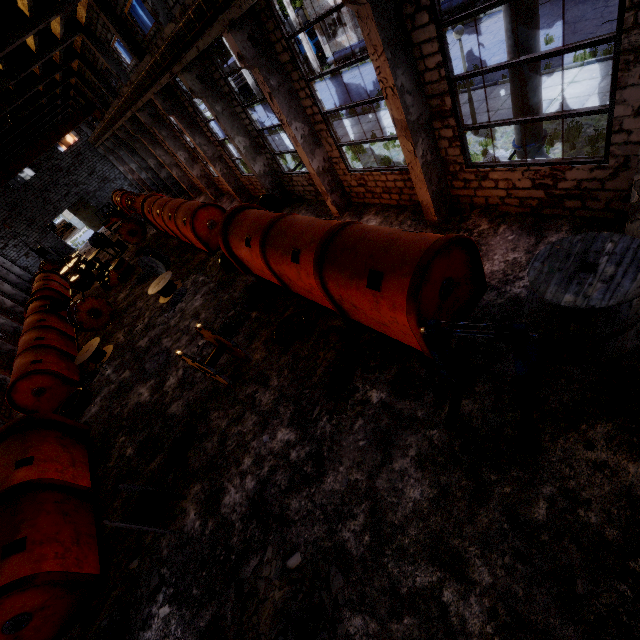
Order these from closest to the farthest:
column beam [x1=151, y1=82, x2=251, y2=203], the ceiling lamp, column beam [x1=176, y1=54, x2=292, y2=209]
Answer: the ceiling lamp
column beam [x1=176, y1=54, x2=292, y2=209]
column beam [x1=151, y1=82, x2=251, y2=203]

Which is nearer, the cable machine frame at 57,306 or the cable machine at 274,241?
the cable machine at 274,241

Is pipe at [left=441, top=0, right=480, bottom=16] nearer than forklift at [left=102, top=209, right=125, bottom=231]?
Yes

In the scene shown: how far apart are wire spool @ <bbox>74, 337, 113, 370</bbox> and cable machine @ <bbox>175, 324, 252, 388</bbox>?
8.58m

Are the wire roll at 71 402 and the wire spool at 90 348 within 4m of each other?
yes

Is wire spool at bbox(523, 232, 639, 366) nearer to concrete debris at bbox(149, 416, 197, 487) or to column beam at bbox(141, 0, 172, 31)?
concrete debris at bbox(149, 416, 197, 487)

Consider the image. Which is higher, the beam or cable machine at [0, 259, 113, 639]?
the beam

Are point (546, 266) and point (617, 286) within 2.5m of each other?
yes
